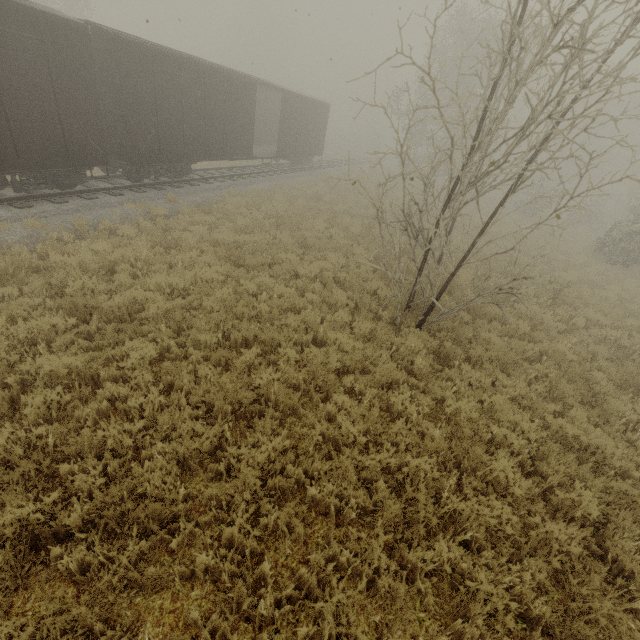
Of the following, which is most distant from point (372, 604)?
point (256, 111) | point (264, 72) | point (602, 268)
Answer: point (264, 72)

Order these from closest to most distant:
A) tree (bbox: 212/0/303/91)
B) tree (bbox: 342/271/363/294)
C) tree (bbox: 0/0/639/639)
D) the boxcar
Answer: tree (bbox: 0/0/639/639)
the boxcar
tree (bbox: 342/271/363/294)
tree (bbox: 212/0/303/91)

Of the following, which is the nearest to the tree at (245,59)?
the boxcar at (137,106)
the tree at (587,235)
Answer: the tree at (587,235)

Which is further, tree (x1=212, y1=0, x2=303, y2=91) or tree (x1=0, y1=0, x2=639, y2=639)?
tree (x1=212, y1=0, x2=303, y2=91)

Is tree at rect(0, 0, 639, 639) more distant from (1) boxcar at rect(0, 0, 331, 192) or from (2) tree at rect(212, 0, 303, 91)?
(2) tree at rect(212, 0, 303, 91)

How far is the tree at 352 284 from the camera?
9.55m
